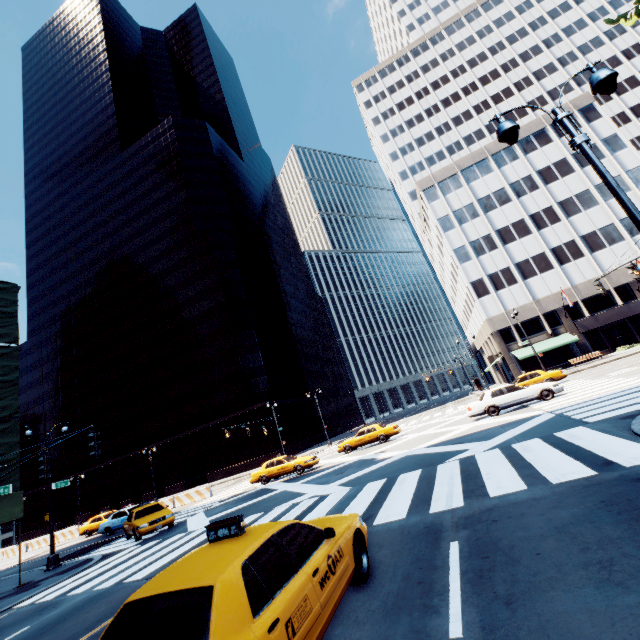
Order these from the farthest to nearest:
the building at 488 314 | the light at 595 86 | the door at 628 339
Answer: the building at 488 314 < the door at 628 339 < the light at 595 86

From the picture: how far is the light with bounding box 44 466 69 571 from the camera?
16.6 meters

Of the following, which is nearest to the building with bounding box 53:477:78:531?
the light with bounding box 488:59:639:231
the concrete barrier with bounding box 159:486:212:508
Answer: the concrete barrier with bounding box 159:486:212:508

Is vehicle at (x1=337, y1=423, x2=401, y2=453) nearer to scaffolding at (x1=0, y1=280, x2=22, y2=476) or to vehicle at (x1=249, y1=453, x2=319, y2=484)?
Answer: vehicle at (x1=249, y1=453, x2=319, y2=484)

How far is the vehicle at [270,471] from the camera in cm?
2242

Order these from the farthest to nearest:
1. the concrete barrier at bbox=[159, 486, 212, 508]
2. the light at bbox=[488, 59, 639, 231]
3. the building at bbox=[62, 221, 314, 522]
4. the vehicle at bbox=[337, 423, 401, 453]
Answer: the building at bbox=[62, 221, 314, 522]
the concrete barrier at bbox=[159, 486, 212, 508]
the vehicle at bbox=[337, 423, 401, 453]
the light at bbox=[488, 59, 639, 231]

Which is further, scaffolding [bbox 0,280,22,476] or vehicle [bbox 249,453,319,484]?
vehicle [bbox 249,453,319,484]

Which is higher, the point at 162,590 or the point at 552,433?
the point at 162,590
